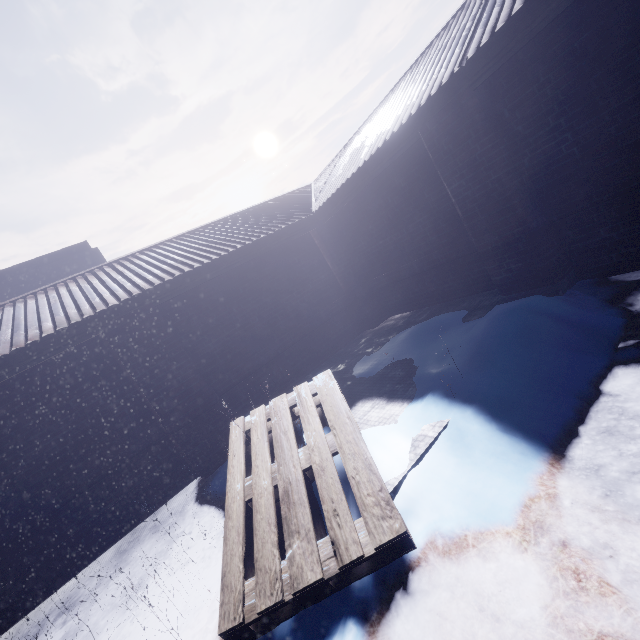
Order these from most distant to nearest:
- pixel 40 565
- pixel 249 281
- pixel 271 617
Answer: pixel 249 281, pixel 40 565, pixel 271 617
